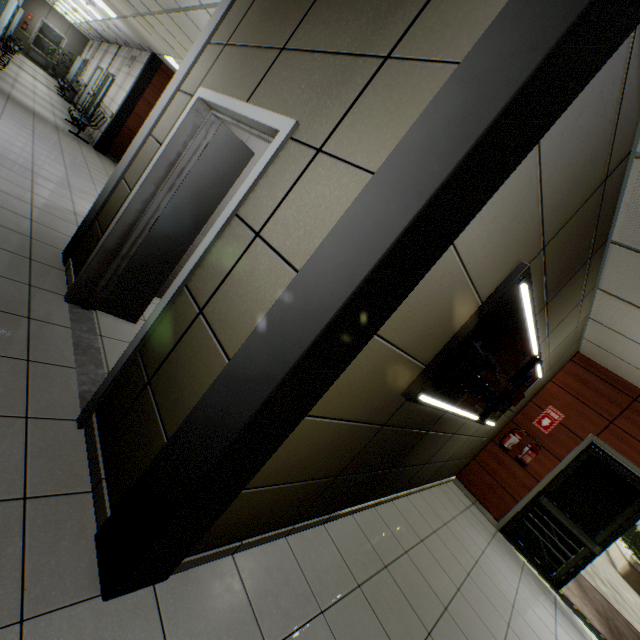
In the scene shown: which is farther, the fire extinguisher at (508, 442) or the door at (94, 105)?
the door at (94, 105)

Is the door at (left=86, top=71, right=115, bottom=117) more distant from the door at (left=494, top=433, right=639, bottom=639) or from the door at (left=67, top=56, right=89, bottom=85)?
the door at (left=494, top=433, right=639, bottom=639)

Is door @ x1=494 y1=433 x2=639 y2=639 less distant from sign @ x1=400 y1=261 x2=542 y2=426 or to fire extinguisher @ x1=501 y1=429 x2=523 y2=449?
fire extinguisher @ x1=501 y1=429 x2=523 y2=449

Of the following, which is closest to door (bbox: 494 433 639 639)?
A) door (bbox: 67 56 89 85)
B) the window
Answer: door (bbox: 67 56 89 85)

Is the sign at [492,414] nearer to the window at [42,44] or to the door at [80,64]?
the door at [80,64]

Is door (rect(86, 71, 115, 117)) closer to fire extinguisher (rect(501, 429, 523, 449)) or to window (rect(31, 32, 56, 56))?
window (rect(31, 32, 56, 56))

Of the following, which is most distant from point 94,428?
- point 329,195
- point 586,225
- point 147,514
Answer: point 586,225

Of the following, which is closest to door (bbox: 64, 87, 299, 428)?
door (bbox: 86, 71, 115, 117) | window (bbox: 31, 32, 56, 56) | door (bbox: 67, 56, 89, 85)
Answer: door (bbox: 86, 71, 115, 117)
